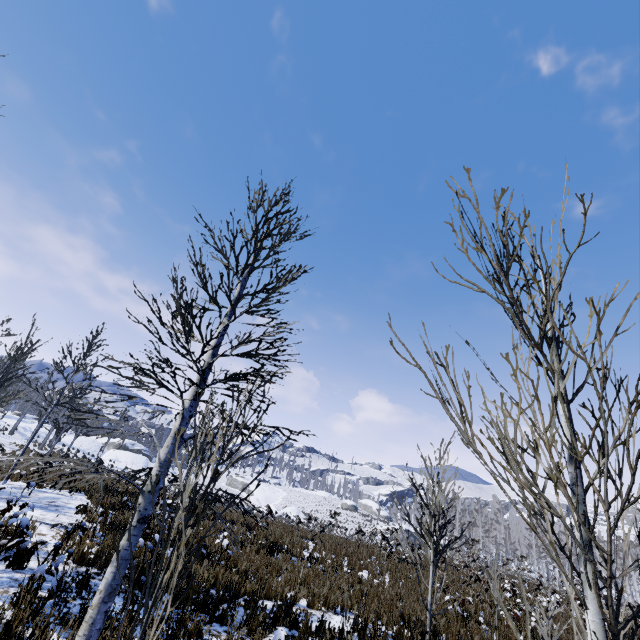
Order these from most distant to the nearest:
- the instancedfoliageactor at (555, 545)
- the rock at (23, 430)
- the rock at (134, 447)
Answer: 1. the rock at (134, 447)
2. the rock at (23, 430)
3. the instancedfoliageactor at (555, 545)

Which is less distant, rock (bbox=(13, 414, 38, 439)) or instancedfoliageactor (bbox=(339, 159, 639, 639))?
instancedfoliageactor (bbox=(339, 159, 639, 639))

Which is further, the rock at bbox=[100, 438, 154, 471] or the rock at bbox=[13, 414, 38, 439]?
the rock at bbox=[100, 438, 154, 471]

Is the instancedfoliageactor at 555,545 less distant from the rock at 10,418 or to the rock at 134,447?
the rock at 134,447

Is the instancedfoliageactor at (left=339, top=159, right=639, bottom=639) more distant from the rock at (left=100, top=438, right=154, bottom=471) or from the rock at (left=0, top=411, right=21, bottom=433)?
the rock at (left=0, top=411, right=21, bottom=433)

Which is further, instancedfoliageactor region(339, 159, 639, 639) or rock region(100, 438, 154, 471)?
rock region(100, 438, 154, 471)

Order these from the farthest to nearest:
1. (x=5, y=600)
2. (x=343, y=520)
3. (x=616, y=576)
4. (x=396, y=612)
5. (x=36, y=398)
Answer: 1. (x=343, y=520)
2. (x=616, y=576)
3. (x=36, y=398)
4. (x=396, y=612)
5. (x=5, y=600)

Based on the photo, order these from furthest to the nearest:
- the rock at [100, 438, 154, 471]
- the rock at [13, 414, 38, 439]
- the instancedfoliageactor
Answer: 1. the rock at [100, 438, 154, 471]
2. the rock at [13, 414, 38, 439]
3. the instancedfoliageactor
